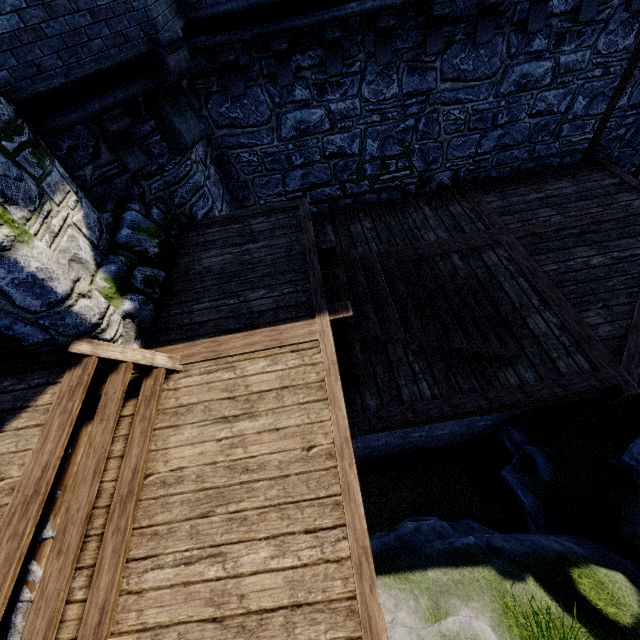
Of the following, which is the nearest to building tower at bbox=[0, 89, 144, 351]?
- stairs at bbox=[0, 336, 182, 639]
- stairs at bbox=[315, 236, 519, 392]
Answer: stairs at bbox=[0, 336, 182, 639]

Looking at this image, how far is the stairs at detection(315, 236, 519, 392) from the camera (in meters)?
4.49

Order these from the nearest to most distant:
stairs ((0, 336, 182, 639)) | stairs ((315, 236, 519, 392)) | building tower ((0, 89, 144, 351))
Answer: stairs ((0, 336, 182, 639))
building tower ((0, 89, 144, 351))
stairs ((315, 236, 519, 392))

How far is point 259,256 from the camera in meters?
5.0

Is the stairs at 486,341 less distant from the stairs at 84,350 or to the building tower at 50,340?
the stairs at 84,350

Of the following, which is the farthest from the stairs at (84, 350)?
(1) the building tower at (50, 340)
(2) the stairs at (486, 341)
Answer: (2) the stairs at (486, 341)
